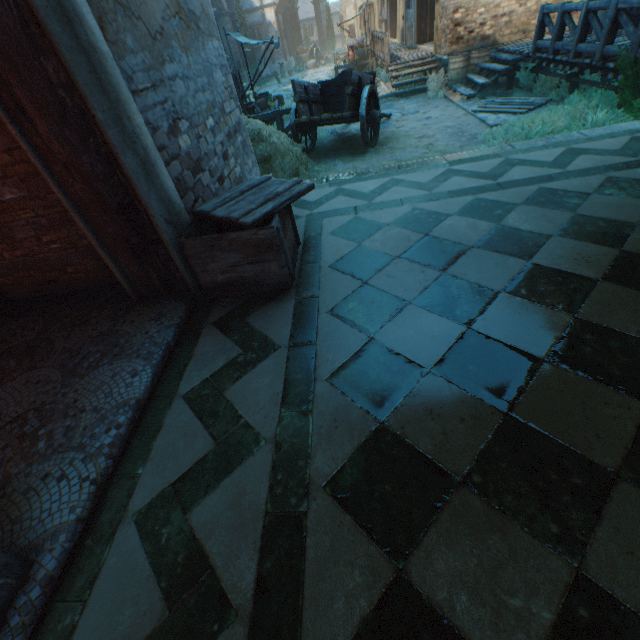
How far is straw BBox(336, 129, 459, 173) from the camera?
7.5 meters

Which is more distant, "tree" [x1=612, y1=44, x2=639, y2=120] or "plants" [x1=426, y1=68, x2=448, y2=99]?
"plants" [x1=426, y1=68, x2=448, y2=99]

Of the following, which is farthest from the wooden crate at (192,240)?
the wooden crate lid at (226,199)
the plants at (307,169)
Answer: the plants at (307,169)

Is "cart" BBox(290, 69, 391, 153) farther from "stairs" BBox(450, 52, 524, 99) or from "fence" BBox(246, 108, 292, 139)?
"stairs" BBox(450, 52, 524, 99)

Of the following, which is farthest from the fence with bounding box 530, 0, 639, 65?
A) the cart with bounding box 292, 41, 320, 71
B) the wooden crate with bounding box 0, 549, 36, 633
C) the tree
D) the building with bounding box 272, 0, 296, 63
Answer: the cart with bounding box 292, 41, 320, 71

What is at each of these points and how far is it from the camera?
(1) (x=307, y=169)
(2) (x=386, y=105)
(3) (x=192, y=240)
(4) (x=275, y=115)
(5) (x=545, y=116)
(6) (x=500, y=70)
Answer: (1) plants, 7.75m
(2) ground stones, 12.18m
(3) wooden crate, 2.37m
(4) fence, 10.04m
(5) plants, 6.96m
(6) stairs, 9.70m

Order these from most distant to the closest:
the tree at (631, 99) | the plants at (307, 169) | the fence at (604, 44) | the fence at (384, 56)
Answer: the fence at (384, 56)
the plants at (307, 169)
the fence at (604, 44)
the tree at (631, 99)

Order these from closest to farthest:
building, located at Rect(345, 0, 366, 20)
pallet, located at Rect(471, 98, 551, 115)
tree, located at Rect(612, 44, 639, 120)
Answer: tree, located at Rect(612, 44, 639, 120)
pallet, located at Rect(471, 98, 551, 115)
building, located at Rect(345, 0, 366, 20)
